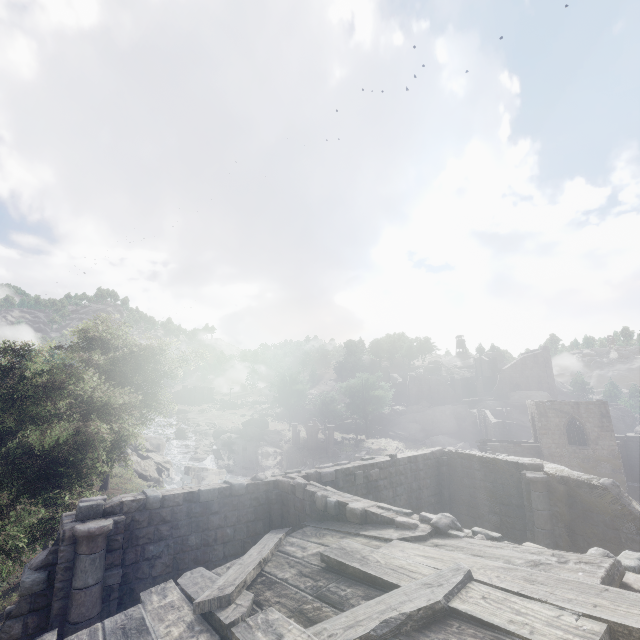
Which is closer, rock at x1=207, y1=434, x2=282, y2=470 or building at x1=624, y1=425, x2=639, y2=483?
building at x1=624, y1=425, x2=639, y2=483

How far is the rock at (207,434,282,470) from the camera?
51.52m

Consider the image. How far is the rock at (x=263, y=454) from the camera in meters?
51.5

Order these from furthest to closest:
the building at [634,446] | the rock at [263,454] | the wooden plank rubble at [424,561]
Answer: the rock at [263,454] → the building at [634,446] → the wooden plank rubble at [424,561]

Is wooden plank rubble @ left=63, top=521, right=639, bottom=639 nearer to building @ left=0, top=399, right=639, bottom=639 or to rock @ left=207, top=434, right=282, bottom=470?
building @ left=0, top=399, right=639, bottom=639

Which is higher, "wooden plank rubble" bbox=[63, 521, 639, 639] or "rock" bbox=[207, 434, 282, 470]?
"wooden plank rubble" bbox=[63, 521, 639, 639]

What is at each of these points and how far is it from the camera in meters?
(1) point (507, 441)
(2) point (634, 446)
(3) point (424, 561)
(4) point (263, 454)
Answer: (1) building, 37.5 m
(2) building, 37.6 m
(3) wooden plank rubble, 5.3 m
(4) rock, 52.2 m
